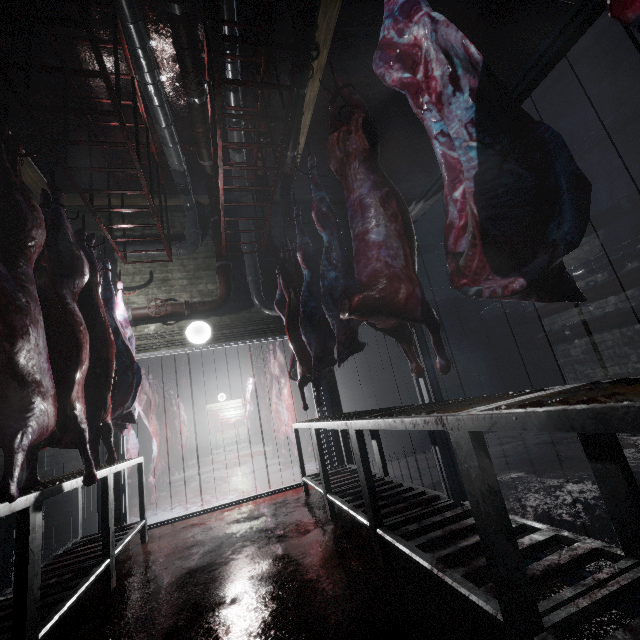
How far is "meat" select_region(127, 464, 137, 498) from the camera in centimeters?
421cm

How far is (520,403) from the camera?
0.98m

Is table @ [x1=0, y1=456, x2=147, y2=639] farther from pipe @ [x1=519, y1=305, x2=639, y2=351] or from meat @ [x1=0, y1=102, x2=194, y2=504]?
pipe @ [x1=519, y1=305, x2=639, y2=351]

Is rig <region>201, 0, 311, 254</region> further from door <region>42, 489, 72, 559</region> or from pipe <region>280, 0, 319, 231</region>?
door <region>42, 489, 72, 559</region>

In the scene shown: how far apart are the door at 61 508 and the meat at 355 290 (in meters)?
2.30

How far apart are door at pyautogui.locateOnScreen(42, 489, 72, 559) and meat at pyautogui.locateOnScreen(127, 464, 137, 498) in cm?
119

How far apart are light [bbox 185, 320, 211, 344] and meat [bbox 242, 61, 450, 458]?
1.7 meters

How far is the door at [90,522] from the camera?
3.40m
